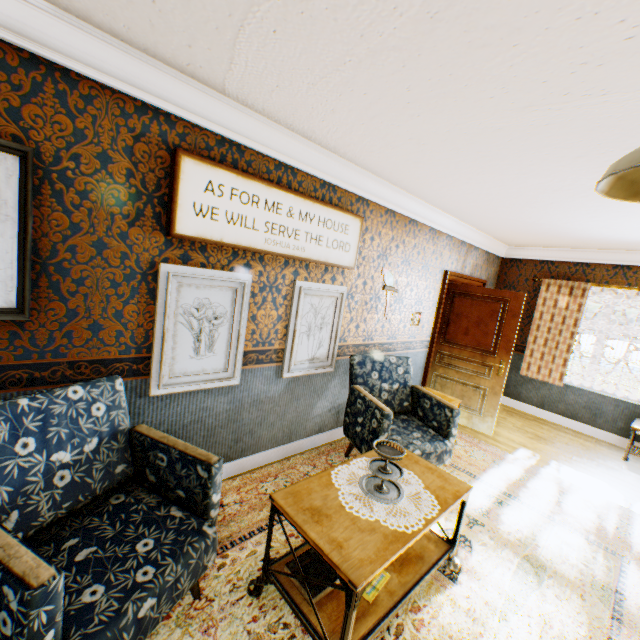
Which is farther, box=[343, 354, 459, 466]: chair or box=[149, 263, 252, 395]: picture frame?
box=[343, 354, 459, 466]: chair

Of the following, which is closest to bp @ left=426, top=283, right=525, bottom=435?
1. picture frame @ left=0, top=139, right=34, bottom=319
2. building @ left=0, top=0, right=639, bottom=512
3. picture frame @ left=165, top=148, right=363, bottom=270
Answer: building @ left=0, top=0, right=639, bottom=512

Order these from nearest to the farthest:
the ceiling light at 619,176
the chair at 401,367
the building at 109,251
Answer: the ceiling light at 619,176, the building at 109,251, the chair at 401,367

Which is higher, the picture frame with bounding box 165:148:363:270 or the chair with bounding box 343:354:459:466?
the picture frame with bounding box 165:148:363:270

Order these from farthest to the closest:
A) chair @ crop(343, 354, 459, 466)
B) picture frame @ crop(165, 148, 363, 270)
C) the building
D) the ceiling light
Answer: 1. chair @ crop(343, 354, 459, 466)
2. picture frame @ crop(165, 148, 363, 270)
3. the building
4. the ceiling light

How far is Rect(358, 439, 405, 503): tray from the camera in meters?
2.0 m

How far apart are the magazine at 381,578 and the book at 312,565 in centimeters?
4cm

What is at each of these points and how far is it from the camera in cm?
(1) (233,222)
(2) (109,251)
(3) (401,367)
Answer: (1) picture frame, 254
(2) building, 210
(3) chair, 392
